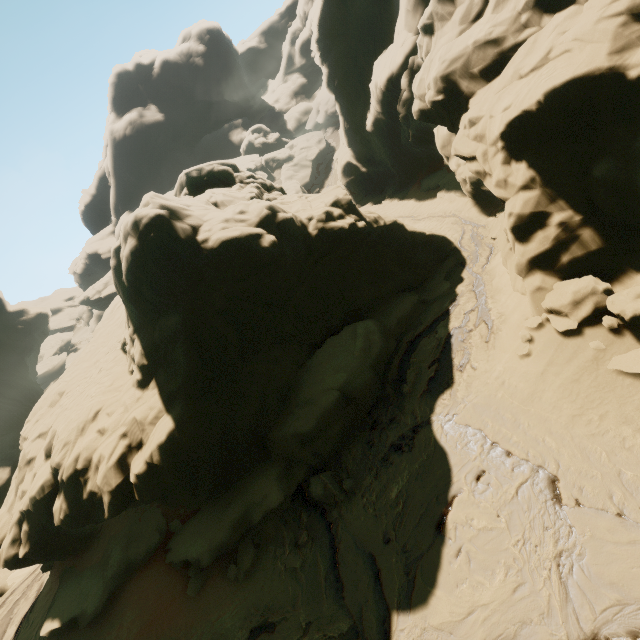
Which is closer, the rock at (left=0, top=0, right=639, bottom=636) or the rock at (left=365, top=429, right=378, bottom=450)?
the rock at (left=0, top=0, right=639, bottom=636)

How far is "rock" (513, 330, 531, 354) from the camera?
10.8m

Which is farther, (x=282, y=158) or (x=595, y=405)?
(x=282, y=158)

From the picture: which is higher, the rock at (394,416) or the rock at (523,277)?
the rock at (523,277)

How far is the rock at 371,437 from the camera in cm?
1199

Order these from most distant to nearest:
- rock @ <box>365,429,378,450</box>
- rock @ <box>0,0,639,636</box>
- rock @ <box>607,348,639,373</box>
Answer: rock @ <box>365,429,378,450</box>
rock @ <box>0,0,639,636</box>
rock @ <box>607,348,639,373</box>

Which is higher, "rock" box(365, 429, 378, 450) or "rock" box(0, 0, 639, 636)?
"rock" box(0, 0, 639, 636)
